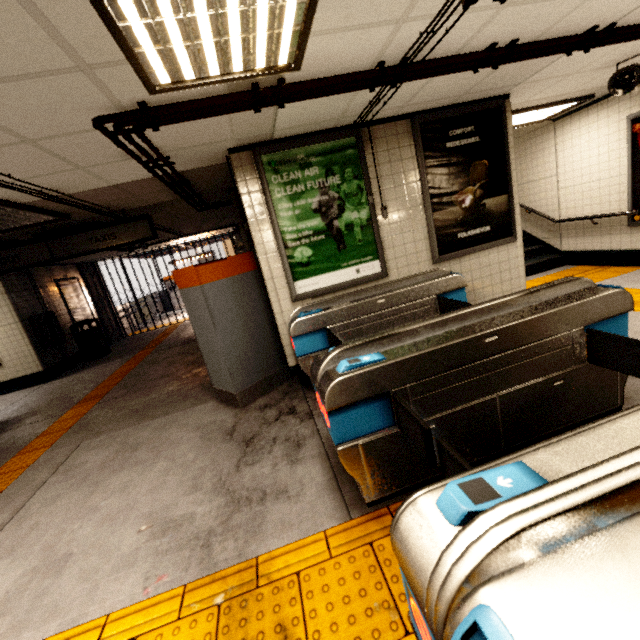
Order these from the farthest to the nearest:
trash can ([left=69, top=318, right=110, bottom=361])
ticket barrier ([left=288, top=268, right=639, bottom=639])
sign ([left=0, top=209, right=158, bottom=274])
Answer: trash can ([left=69, top=318, right=110, bottom=361])
sign ([left=0, top=209, right=158, bottom=274])
ticket barrier ([left=288, top=268, right=639, bottom=639])

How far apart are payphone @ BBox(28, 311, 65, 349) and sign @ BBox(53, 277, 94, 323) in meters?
1.2

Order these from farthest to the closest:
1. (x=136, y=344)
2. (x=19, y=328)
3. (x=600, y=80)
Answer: (x=136, y=344), (x=19, y=328), (x=600, y=80)

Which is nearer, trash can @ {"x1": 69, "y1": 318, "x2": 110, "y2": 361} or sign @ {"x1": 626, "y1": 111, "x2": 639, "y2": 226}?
sign @ {"x1": 626, "y1": 111, "x2": 639, "y2": 226}

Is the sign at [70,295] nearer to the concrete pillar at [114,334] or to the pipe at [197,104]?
the concrete pillar at [114,334]

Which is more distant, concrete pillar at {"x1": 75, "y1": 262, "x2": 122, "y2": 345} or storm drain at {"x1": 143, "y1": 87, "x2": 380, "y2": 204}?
concrete pillar at {"x1": 75, "y1": 262, "x2": 122, "y2": 345}

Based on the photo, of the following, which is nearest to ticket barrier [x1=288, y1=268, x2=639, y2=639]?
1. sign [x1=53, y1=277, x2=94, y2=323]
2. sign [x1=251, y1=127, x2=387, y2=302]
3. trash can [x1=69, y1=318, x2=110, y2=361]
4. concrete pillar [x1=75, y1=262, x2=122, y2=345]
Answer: sign [x1=251, y1=127, x2=387, y2=302]

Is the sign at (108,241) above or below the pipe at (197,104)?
below
